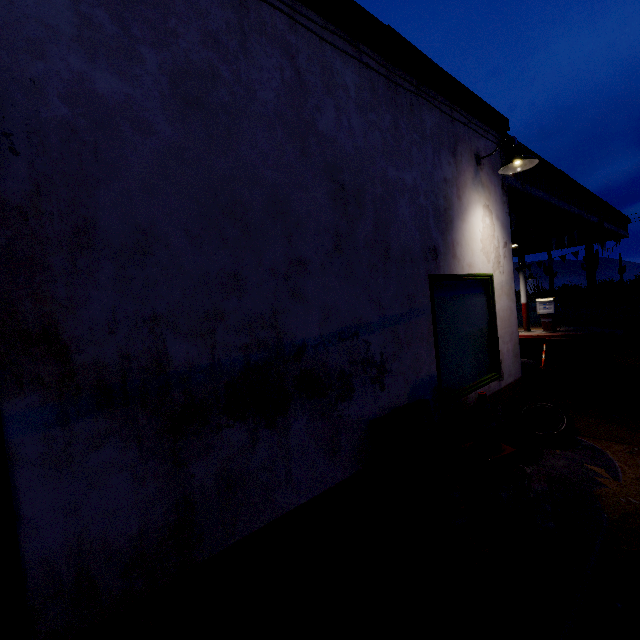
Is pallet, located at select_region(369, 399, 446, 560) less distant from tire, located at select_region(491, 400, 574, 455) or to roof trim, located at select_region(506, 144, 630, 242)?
tire, located at select_region(491, 400, 574, 455)

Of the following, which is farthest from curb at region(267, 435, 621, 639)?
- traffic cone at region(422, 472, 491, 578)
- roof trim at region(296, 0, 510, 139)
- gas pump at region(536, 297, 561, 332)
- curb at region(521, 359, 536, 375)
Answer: gas pump at region(536, 297, 561, 332)

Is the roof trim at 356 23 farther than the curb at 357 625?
Yes

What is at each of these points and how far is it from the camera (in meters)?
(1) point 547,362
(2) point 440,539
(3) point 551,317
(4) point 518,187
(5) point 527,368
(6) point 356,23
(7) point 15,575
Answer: (1) traffic cone, 8.82
(2) traffic cone, 2.83
(3) gas pump, 14.06
(4) roof trim, 5.67
(5) curb, 8.41
(6) roof trim, 2.98
(7) door, 1.51

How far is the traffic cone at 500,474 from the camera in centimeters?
360cm

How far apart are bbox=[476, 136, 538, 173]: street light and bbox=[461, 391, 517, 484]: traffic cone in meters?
3.0 m

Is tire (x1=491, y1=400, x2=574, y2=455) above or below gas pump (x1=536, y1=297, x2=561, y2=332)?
below

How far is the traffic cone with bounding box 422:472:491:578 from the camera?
2.7m
